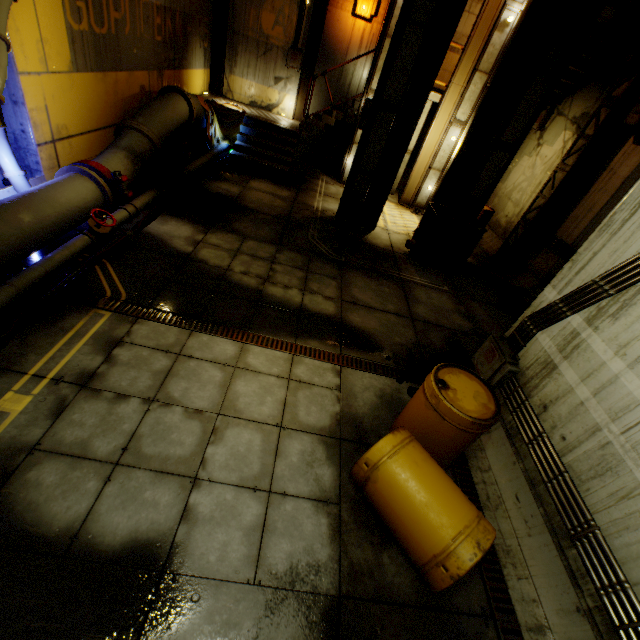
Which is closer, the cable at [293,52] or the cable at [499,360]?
the cable at [499,360]

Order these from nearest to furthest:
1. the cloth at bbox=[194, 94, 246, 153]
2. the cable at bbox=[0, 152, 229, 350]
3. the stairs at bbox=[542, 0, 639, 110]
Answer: the cable at bbox=[0, 152, 229, 350] < the stairs at bbox=[542, 0, 639, 110] < the cloth at bbox=[194, 94, 246, 153]

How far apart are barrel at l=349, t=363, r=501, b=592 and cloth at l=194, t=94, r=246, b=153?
10.2m

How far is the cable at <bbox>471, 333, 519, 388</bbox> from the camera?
4.3 meters

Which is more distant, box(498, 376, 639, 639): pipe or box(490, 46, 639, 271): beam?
box(490, 46, 639, 271): beam

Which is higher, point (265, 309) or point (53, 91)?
point (53, 91)

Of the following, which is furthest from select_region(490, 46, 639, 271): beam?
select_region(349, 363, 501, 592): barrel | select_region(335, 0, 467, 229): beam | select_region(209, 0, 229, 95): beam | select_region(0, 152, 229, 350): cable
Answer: select_region(209, 0, 229, 95): beam

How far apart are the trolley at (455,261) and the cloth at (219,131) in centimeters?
702cm
